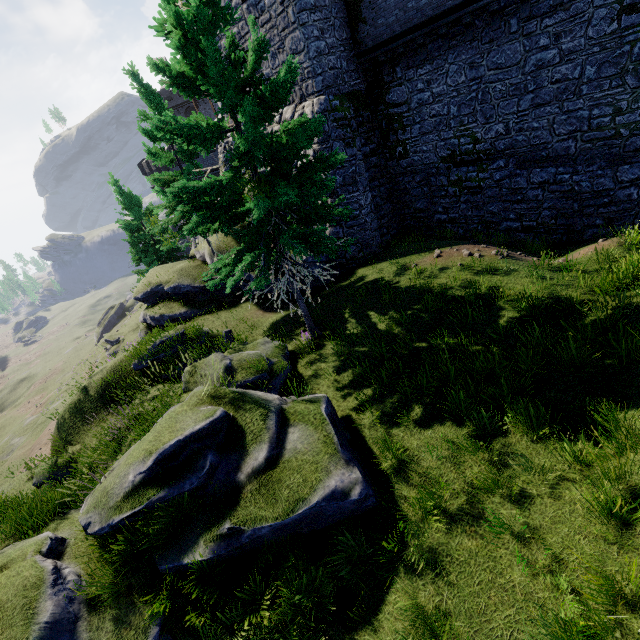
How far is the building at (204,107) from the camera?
55.16m

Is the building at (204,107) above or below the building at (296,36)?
above

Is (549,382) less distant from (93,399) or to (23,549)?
(23,549)

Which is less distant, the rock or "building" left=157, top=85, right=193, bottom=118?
the rock

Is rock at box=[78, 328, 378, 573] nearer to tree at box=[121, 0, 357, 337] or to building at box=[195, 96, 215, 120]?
tree at box=[121, 0, 357, 337]

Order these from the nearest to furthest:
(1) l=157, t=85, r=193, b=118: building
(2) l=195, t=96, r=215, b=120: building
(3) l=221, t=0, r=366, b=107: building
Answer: (3) l=221, t=0, r=366, b=107: building, (1) l=157, t=85, r=193, b=118: building, (2) l=195, t=96, r=215, b=120: building

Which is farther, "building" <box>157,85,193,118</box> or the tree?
"building" <box>157,85,193,118</box>
